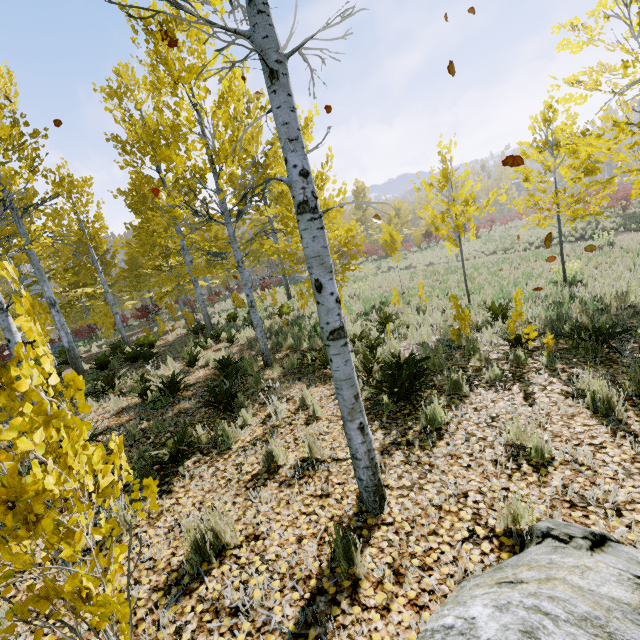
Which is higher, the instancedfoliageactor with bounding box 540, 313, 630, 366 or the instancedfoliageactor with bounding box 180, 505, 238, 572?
the instancedfoliageactor with bounding box 180, 505, 238, 572

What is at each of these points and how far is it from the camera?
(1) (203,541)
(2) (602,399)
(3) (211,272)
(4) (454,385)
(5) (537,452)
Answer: (1) instancedfoliageactor, 2.7 meters
(2) instancedfoliageactor, 3.6 meters
(3) instancedfoliageactor, 33.8 meters
(4) instancedfoliageactor, 4.7 meters
(5) instancedfoliageactor, 3.1 meters

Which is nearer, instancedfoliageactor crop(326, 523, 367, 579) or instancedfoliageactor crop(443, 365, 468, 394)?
instancedfoliageactor crop(326, 523, 367, 579)

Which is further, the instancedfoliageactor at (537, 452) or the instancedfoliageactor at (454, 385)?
the instancedfoliageactor at (454, 385)

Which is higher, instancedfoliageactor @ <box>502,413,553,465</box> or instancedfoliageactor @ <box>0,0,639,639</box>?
instancedfoliageactor @ <box>0,0,639,639</box>

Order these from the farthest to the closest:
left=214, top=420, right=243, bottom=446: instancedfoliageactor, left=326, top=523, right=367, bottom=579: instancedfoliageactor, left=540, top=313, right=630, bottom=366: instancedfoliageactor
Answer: left=540, top=313, right=630, bottom=366: instancedfoliageactor, left=214, top=420, right=243, bottom=446: instancedfoliageactor, left=326, top=523, right=367, bottom=579: instancedfoliageactor
